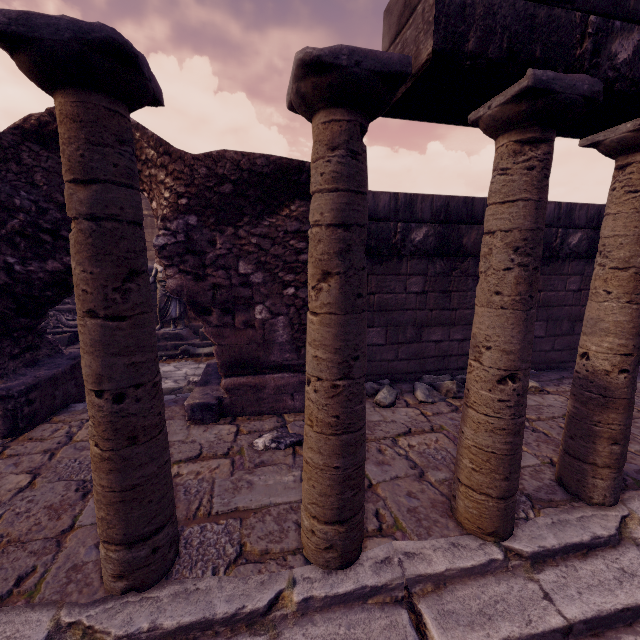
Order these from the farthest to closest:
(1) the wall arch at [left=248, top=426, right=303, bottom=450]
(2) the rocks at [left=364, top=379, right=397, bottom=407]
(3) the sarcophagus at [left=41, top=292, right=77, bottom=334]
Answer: (3) the sarcophagus at [left=41, top=292, right=77, bottom=334] < (2) the rocks at [left=364, top=379, right=397, bottom=407] < (1) the wall arch at [left=248, top=426, right=303, bottom=450]

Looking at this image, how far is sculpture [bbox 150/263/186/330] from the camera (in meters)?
7.57

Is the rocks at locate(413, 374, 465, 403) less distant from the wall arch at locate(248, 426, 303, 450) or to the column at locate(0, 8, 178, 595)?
the wall arch at locate(248, 426, 303, 450)

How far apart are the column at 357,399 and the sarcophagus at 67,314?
7.6 meters

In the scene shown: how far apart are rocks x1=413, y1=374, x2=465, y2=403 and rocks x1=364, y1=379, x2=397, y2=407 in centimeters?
25cm

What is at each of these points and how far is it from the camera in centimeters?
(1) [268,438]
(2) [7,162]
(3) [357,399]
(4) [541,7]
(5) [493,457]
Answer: (1) wall arch, 301cm
(2) wall arch, 304cm
(3) column, 168cm
(4) entablature, 141cm
(5) column, 191cm

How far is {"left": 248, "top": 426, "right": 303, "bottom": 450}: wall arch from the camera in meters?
3.0

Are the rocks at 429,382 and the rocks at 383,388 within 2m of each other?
yes
